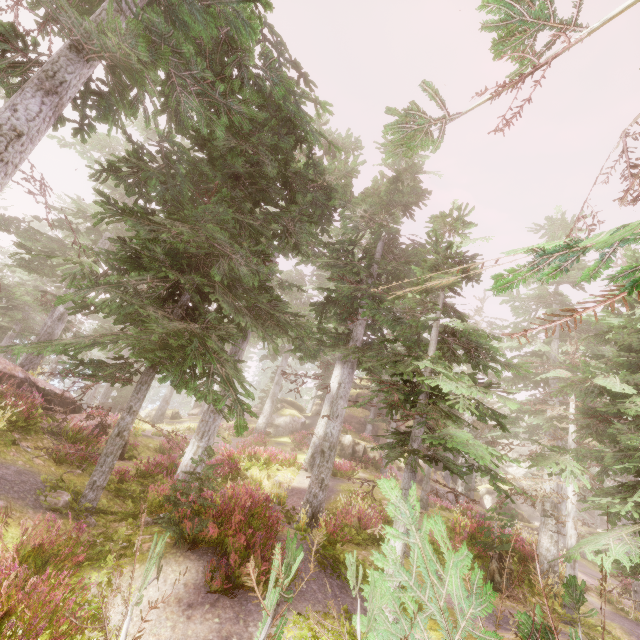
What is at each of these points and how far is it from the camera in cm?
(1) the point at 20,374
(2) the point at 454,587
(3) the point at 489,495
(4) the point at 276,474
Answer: (1) rock, 1391
(2) tree, 379
(3) rock, 4797
(4) rock, 1747

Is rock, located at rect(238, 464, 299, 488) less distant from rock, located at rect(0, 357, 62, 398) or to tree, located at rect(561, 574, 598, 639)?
rock, located at rect(0, 357, 62, 398)

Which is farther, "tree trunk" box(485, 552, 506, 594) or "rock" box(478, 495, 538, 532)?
"rock" box(478, 495, 538, 532)

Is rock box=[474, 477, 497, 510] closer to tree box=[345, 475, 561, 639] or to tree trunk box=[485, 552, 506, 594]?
tree trunk box=[485, 552, 506, 594]

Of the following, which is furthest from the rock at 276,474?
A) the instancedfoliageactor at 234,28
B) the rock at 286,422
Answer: the rock at 286,422

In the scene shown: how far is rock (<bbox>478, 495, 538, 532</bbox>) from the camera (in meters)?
21.58

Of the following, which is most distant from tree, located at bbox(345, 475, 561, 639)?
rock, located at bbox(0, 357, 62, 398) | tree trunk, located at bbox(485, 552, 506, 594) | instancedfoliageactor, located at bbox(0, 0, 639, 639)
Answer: tree trunk, located at bbox(485, 552, 506, 594)

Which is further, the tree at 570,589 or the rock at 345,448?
the rock at 345,448
